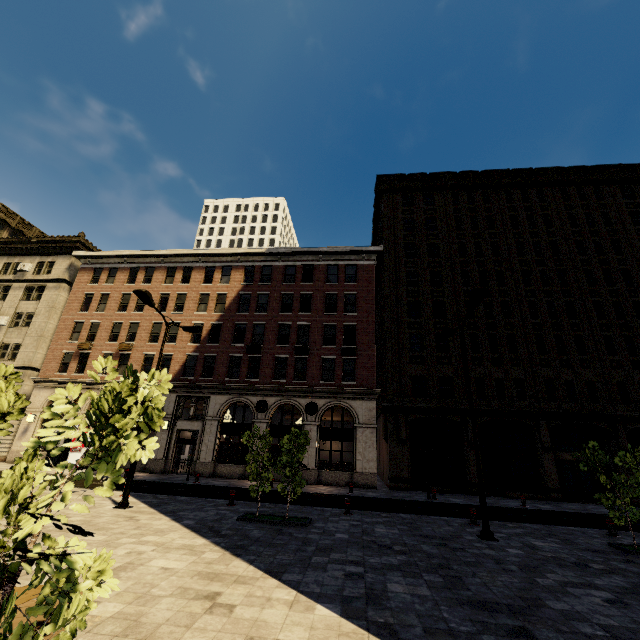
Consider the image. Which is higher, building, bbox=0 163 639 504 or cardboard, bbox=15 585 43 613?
building, bbox=0 163 639 504

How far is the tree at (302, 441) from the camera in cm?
1128

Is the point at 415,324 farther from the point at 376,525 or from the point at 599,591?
the point at 599,591

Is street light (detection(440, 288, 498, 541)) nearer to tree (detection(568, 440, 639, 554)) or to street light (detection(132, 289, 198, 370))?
tree (detection(568, 440, 639, 554))

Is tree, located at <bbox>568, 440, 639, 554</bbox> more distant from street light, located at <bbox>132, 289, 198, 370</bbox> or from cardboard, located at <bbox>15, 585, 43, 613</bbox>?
street light, located at <bbox>132, 289, 198, 370</bbox>

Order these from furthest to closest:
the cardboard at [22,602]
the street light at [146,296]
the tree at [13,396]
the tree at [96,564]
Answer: the street light at [146,296] → the cardboard at [22,602] → the tree at [13,396] → the tree at [96,564]

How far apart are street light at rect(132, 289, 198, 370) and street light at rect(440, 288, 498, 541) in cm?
1241

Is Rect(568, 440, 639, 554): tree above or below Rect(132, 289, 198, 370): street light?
below
